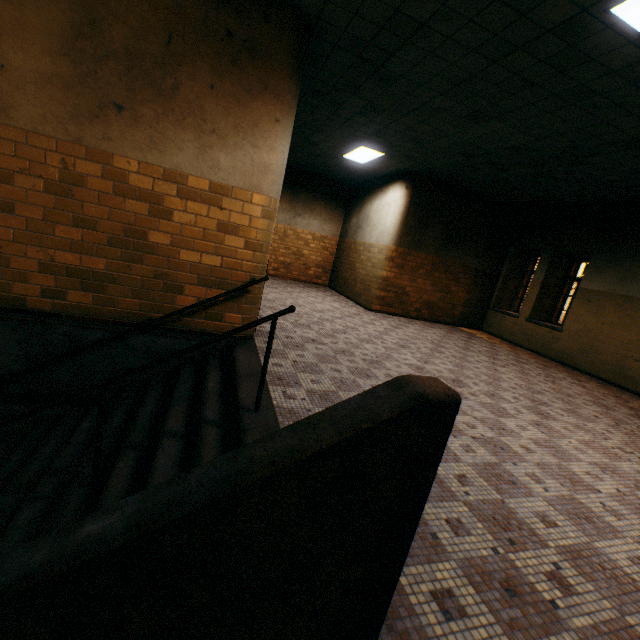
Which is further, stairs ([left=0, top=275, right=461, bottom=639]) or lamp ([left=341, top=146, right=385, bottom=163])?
lamp ([left=341, top=146, right=385, bottom=163])

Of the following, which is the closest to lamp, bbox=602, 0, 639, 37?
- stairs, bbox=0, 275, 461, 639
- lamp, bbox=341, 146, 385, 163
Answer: stairs, bbox=0, 275, 461, 639

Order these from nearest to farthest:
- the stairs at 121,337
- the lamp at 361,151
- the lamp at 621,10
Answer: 1. the stairs at 121,337
2. the lamp at 621,10
3. the lamp at 361,151

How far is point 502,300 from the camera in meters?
10.6 m

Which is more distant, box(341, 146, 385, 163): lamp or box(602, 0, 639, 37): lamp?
box(341, 146, 385, 163): lamp

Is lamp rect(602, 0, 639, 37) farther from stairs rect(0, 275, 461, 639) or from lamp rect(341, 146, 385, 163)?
lamp rect(341, 146, 385, 163)

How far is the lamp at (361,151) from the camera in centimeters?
773cm
